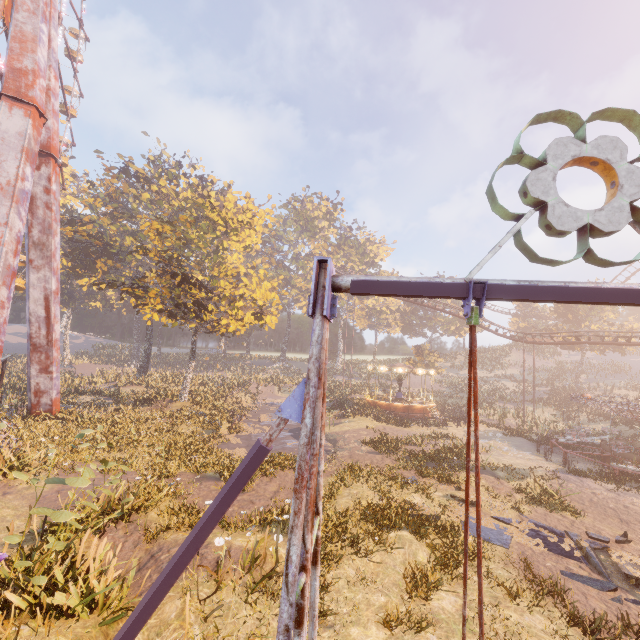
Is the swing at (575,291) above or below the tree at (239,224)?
below

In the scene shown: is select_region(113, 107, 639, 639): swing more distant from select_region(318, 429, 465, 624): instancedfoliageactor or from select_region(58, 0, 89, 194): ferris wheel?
select_region(58, 0, 89, 194): ferris wheel

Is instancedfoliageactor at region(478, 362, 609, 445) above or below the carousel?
above

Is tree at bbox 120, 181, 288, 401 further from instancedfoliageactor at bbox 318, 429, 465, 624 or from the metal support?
instancedfoliageactor at bbox 318, 429, 465, 624

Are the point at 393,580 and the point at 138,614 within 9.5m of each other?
yes

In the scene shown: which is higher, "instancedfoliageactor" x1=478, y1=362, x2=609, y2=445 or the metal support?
the metal support

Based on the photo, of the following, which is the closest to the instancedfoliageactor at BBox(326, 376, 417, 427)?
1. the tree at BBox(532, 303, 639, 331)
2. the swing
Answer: the tree at BBox(532, 303, 639, 331)

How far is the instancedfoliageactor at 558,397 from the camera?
30.0m
